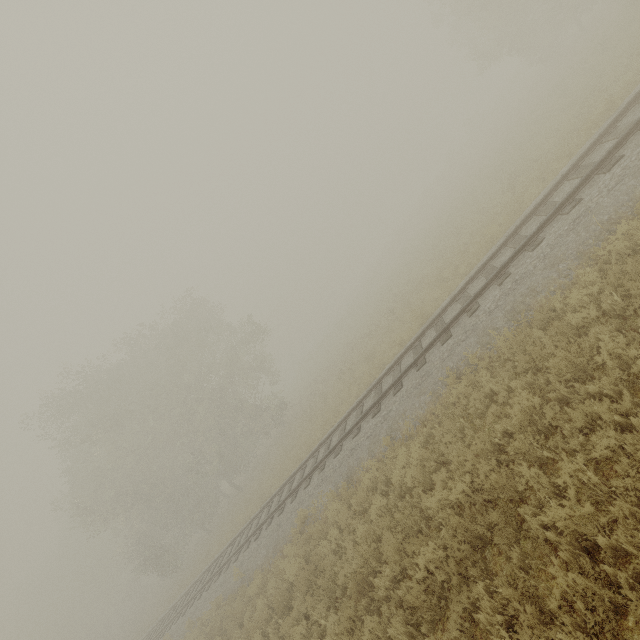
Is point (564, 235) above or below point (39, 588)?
below
